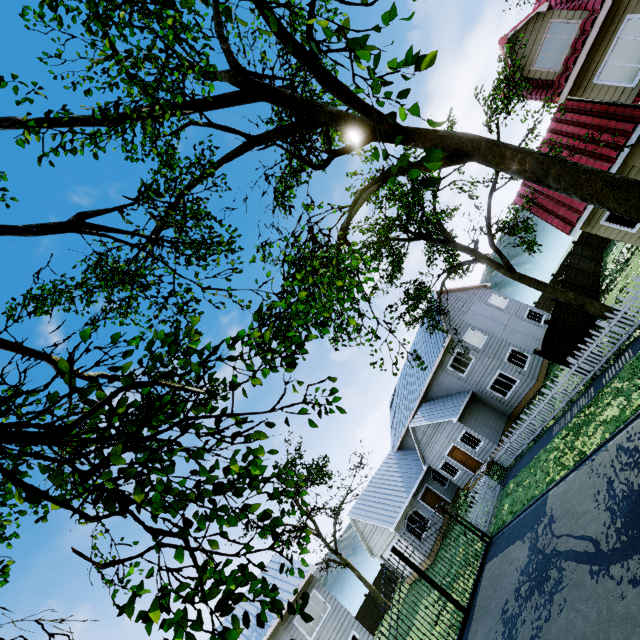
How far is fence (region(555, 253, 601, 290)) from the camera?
20.7 meters

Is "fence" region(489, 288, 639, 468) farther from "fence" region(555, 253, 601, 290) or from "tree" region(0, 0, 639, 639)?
"fence" region(555, 253, 601, 290)

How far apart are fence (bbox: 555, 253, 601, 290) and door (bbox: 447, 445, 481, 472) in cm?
1507

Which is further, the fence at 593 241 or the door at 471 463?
the fence at 593 241

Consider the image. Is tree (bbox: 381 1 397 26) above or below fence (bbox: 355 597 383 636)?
above

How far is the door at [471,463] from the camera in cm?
2277

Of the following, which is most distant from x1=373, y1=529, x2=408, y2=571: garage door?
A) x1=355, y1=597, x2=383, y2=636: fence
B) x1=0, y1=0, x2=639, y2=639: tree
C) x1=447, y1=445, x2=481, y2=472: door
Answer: x1=0, y1=0, x2=639, y2=639: tree

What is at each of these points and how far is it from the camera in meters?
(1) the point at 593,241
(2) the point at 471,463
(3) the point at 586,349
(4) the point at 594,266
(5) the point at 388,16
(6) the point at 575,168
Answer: (1) fence, 25.9 m
(2) door, 23.0 m
(3) fence, 15.0 m
(4) fence, 23.1 m
(5) tree, 2.2 m
(6) tree, 8.7 m
